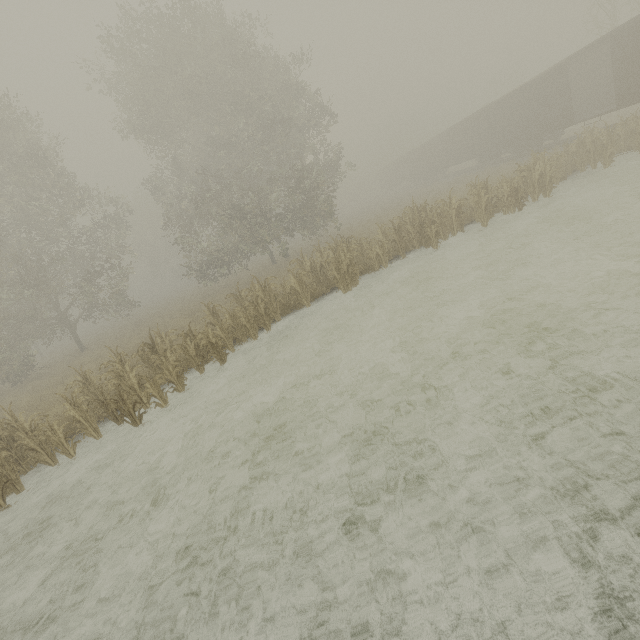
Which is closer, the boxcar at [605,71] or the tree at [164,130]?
the tree at [164,130]

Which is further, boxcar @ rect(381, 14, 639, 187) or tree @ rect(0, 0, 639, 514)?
boxcar @ rect(381, 14, 639, 187)

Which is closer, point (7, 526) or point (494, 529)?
point (494, 529)
